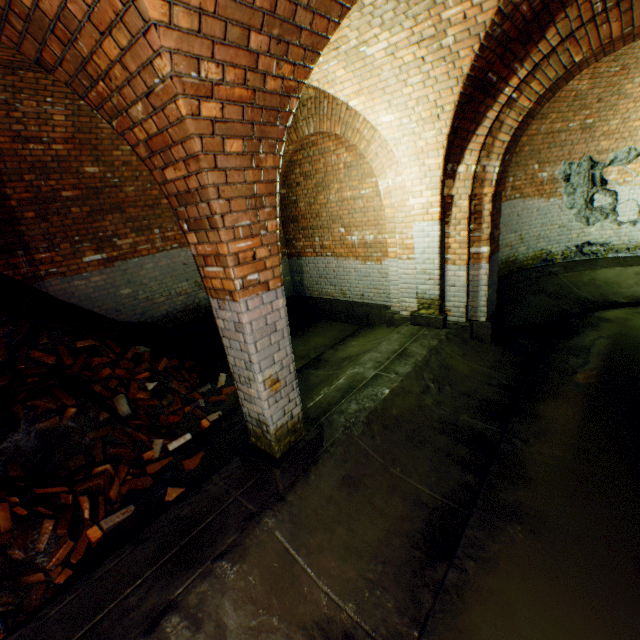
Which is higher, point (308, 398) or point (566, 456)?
point (308, 398)

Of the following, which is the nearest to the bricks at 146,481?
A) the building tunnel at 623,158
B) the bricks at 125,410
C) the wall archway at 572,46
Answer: the building tunnel at 623,158

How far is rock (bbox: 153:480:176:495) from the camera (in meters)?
3.46

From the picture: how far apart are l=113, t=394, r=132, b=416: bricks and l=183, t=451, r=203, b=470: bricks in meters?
1.3 m

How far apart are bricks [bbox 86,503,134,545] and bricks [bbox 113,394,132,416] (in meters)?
1.46

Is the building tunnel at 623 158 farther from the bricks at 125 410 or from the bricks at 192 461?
the bricks at 125 410

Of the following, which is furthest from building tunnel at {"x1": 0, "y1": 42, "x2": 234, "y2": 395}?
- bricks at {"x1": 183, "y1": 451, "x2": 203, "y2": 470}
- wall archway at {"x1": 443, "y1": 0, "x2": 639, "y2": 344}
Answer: wall archway at {"x1": 443, "y1": 0, "x2": 639, "y2": 344}

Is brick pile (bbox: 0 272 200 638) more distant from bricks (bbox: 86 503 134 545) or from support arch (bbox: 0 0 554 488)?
support arch (bbox: 0 0 554 488)
